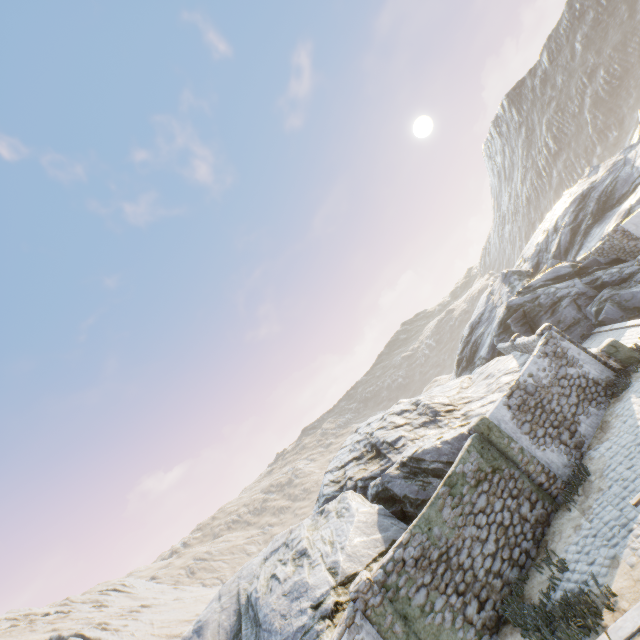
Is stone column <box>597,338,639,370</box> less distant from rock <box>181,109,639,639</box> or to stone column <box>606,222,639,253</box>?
rock <box>181,109,639,639</box>

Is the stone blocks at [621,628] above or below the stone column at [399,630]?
below

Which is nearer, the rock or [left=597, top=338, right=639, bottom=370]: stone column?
the rock

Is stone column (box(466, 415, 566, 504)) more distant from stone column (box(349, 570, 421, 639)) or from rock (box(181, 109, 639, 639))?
stone column (box(349, 570, 421, 639))

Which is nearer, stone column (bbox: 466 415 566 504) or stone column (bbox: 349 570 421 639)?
stone column (bbox: 349 570 421 639)

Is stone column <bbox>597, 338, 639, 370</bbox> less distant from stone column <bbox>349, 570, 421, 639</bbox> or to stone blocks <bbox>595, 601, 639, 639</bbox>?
stone blocks <bbox>595, 601, 639, 639</bbox>

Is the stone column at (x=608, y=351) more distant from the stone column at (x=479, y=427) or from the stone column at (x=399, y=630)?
the stone column at (x=399, y=630)

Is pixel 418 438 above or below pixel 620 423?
above
